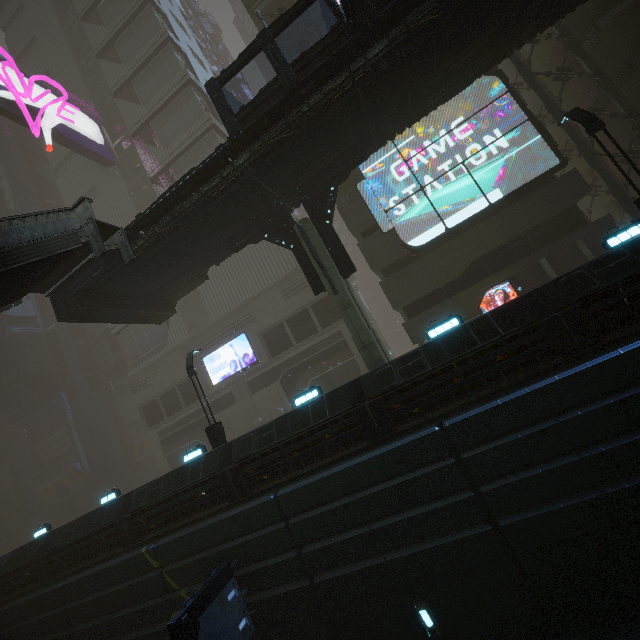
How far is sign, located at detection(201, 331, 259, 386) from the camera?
28.4m

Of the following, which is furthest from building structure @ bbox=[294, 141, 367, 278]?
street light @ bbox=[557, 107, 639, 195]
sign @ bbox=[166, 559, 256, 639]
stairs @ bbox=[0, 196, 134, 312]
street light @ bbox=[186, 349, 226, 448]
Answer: sign @ bbox=[166, 559, 256, 639]

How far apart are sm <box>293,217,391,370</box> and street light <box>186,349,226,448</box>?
7.4 meters

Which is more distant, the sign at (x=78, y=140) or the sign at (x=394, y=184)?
the sign at (x=78, y=140)

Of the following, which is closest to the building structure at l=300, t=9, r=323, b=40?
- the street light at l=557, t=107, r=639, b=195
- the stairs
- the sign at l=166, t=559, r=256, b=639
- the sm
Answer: the sm

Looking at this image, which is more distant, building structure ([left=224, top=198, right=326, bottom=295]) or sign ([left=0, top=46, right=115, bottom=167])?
sign ([left=0, top=46, right=115, bottom=167])

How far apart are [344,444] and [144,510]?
9.5m

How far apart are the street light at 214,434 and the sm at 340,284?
7.42m
